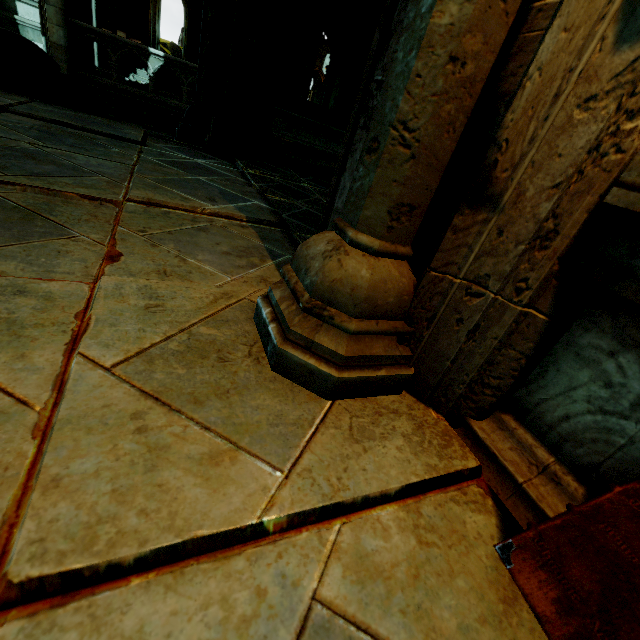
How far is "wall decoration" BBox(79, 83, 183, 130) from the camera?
10.2 meters

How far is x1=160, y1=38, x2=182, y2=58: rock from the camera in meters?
30.5 m

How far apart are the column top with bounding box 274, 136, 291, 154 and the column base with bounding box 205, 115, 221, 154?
9.6 meters

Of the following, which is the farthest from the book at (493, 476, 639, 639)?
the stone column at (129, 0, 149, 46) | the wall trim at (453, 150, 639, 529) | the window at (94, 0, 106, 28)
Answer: the stone column at (129, 0, 149, 46)

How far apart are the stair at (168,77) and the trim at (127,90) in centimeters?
381cm

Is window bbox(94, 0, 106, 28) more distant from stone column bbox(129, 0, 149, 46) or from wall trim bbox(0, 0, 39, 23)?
wall trim bbox(0, 0, 39, 23)

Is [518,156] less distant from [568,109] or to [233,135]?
[568,109]

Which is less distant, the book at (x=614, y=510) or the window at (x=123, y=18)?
the book at (x=614, y=510)
